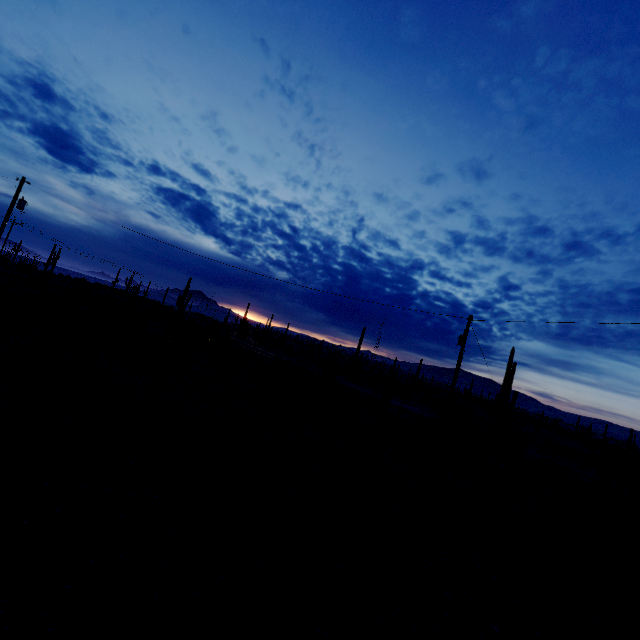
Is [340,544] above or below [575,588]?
above
